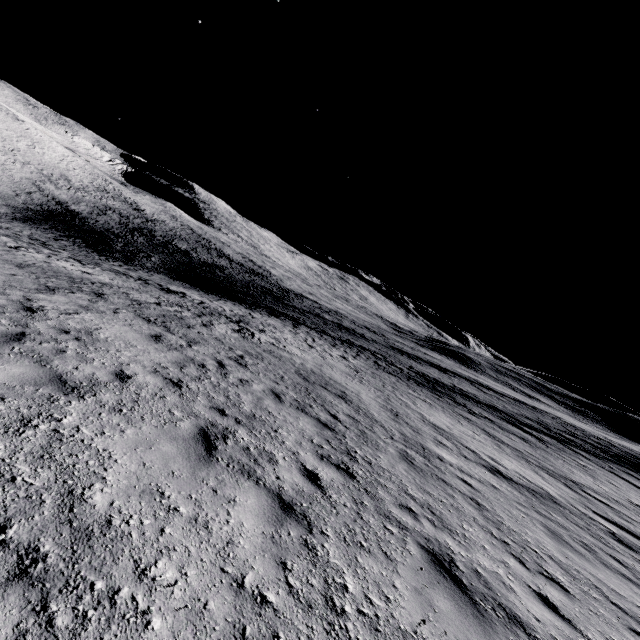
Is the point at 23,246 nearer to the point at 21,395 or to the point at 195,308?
the point at 195,308
